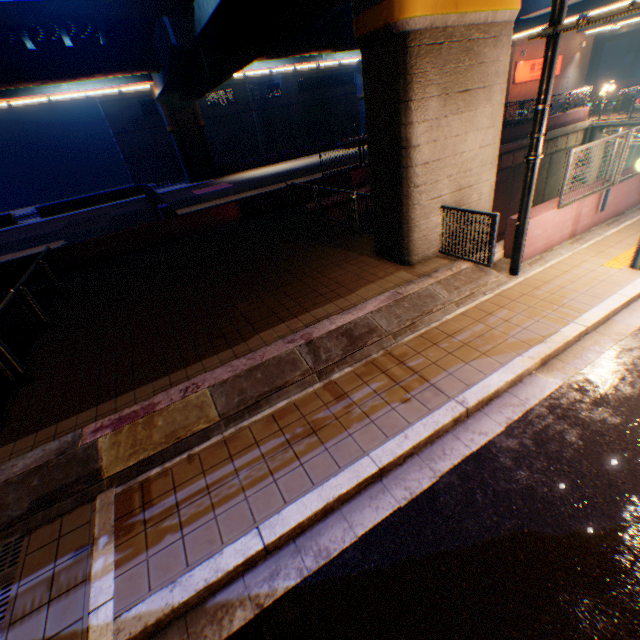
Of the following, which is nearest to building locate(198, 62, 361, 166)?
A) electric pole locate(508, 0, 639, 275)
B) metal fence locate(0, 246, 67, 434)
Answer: metal fence locate(0, 246, 67, 434)

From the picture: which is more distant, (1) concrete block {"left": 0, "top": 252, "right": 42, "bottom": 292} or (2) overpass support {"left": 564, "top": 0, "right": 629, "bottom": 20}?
(2) overpass support {"left": 564, "top": 0, "right": 629, "bottom": 20}

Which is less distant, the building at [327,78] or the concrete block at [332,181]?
the concrete block at [332,181]

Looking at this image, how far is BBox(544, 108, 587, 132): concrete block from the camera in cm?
2206

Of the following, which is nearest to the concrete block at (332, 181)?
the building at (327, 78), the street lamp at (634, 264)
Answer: the building at (327, 78)

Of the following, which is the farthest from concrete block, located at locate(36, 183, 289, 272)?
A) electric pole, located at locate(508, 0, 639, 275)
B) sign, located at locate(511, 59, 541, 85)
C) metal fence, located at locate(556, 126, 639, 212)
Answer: electric pole, located at locate(508, 0, 639, 275)

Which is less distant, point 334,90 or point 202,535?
point 202,535

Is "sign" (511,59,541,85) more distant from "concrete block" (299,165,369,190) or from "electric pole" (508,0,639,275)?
"electric pole" (508,0,639,275)
